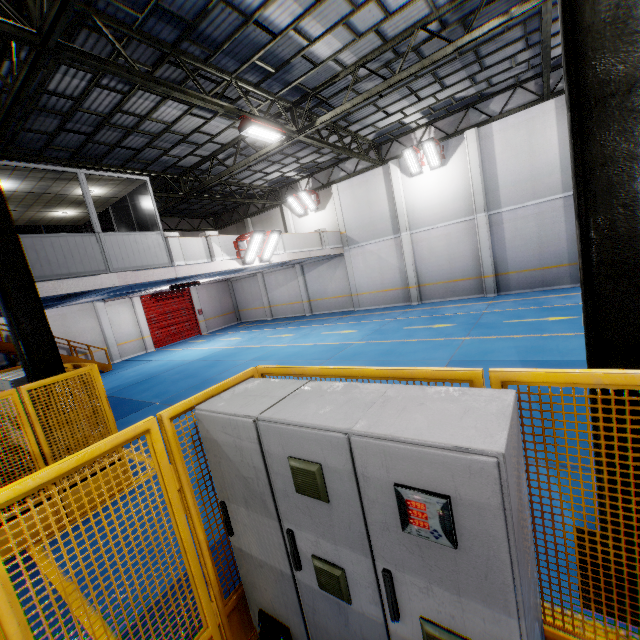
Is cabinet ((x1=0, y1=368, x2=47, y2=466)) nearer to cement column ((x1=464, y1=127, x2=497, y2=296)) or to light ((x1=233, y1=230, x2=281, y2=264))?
light ((x1=233, y1=230, x2=281, y2=264))

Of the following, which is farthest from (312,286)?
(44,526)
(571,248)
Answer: (44,526)

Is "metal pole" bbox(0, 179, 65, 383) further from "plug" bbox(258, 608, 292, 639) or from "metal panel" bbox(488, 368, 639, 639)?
"plug" bbox(258, 608, 292, 639)

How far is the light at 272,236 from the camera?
13.1m

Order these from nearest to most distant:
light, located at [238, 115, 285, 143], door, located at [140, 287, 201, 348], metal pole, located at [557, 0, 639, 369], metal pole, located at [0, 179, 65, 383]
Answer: metal pole, located at [557, 0, 639, 369]
metal pole, located at [0, 179, 65, 383]
light, located at [238, 115, 285, 143]
door, located at [140, 287, 201, 348]

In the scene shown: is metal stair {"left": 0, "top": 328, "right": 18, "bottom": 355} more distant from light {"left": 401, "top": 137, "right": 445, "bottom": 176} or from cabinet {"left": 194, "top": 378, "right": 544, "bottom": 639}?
light {"left": 401, "top": 137, "right": 445, "bottom": 176}

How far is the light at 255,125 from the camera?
9.69m

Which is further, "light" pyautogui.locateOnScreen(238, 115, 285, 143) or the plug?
"light" pyautogui.locateOnScreen(238, 115, 285, 143)
